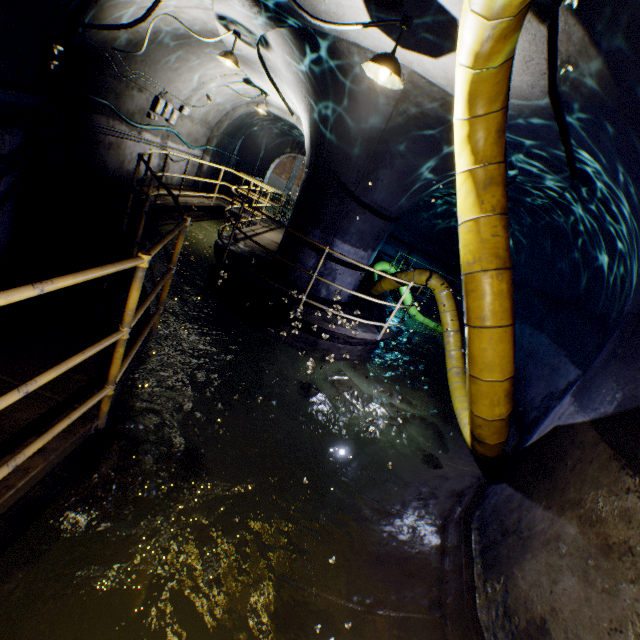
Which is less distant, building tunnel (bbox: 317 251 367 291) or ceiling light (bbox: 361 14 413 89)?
ceiling light (bbox: 361 14 413 89)

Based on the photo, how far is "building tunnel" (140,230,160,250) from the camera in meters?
7.8 m

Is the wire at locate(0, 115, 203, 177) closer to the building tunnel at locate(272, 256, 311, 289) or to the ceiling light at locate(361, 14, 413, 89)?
the building tunnel at locate(272, 256, 311, 289)

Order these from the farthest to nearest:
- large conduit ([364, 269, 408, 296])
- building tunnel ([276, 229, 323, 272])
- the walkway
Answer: large conduit ([364, 269, 408, 296])
building tunnel ([276, 229, 323, 272])
the walkway

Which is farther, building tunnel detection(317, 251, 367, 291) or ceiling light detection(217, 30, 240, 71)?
building tunnel detection(317, 251, 367, 291)

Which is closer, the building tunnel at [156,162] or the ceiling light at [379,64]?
the ceiling light at [379,64]

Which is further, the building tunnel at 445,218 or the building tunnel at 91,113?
the building tunnel at 445,218

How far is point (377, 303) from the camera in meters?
9.0
